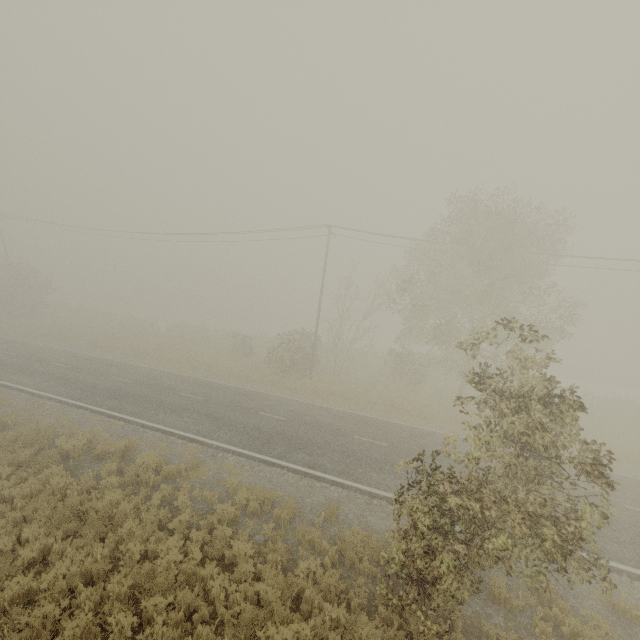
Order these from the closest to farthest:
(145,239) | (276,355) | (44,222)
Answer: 1. (276,355)
2. (145,239)
3. (44,222)
